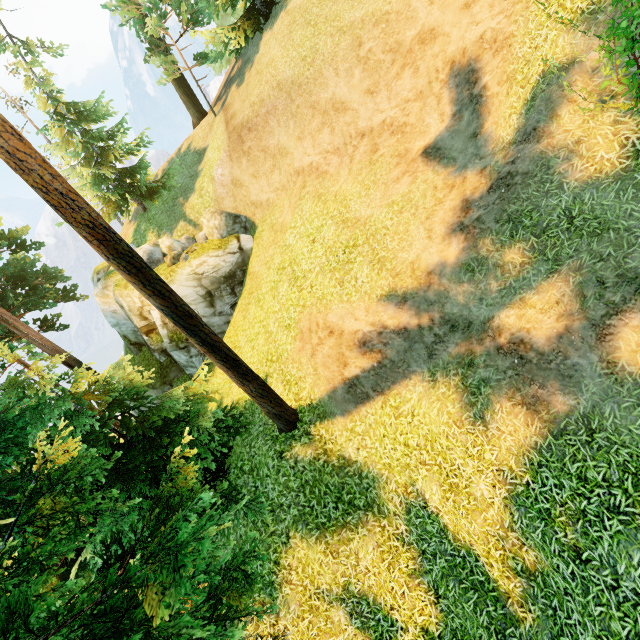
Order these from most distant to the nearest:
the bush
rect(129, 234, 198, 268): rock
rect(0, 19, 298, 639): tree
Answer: rect(129, 234, 198, 268): rock
the bush
rect(0, 19, 298, 639): tree

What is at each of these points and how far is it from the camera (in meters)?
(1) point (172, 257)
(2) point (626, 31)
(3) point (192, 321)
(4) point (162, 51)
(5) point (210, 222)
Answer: (1) rock, 16.80
(2) bush, 4.68
(3) tree, 7.49
(4) tree, 20.55
(5) rock, 17.41

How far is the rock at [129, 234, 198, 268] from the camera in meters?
16.9 m

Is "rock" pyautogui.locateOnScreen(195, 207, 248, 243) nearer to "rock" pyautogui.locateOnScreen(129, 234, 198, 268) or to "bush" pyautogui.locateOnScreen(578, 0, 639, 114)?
"rock" pyautogui.locateOnScreen(129, 234, 198, 268)

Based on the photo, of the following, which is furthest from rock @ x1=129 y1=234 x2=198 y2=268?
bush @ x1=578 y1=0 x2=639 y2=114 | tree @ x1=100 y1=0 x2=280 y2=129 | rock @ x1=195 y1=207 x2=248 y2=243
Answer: bush @ x1=578 y1=0 x2=639 y2=114

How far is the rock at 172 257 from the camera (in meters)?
16.92

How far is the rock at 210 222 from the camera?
17.3 meters
